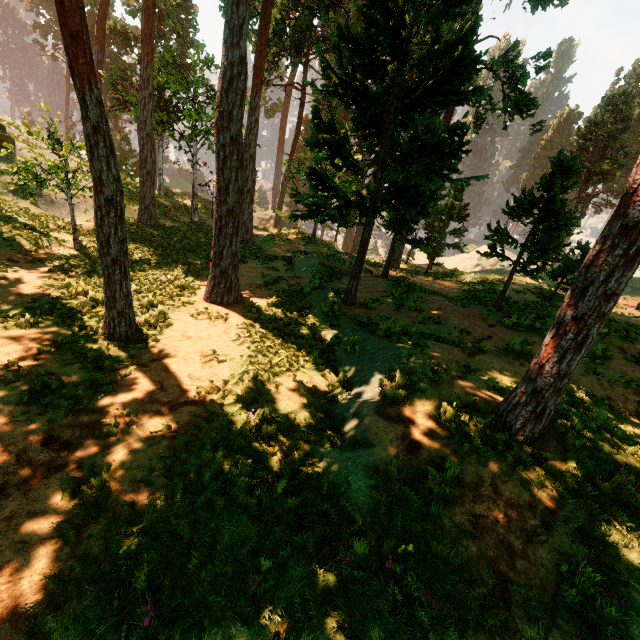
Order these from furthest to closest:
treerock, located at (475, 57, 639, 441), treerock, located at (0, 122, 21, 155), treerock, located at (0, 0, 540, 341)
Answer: treerock, located at (0, 122, 21, 155) → treerock, located at (0, 0, 540, 341) → treerock, located at (475, 57, 639, 441)

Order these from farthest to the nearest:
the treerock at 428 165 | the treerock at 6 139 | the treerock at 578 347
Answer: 1. the treerock at 6 139
2. the treerock at 428 165
3. the treerock at 578 347

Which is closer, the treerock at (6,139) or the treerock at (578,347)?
the treerock at (578,347)

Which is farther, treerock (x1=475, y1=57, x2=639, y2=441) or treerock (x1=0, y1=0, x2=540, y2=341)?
treerock (x1=0, y1=0, x2=540, y2=341)

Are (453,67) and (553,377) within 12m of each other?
yes
